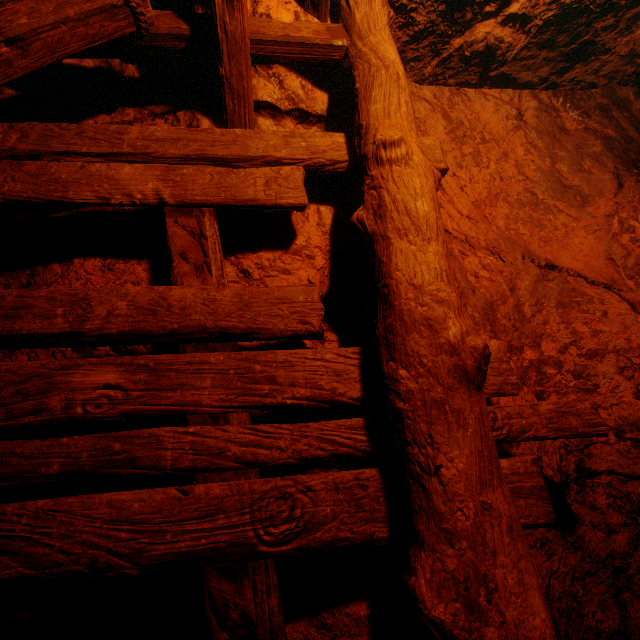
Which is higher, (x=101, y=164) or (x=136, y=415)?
(x=101, y=164)
